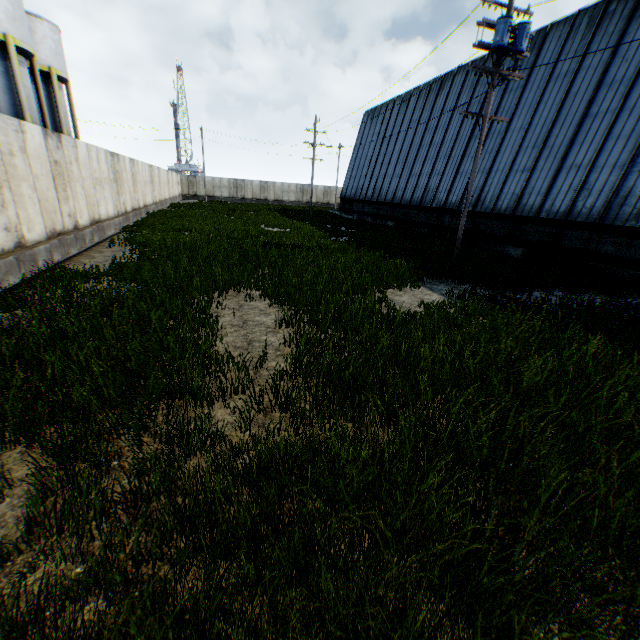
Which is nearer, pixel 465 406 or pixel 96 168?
pixel 465 406

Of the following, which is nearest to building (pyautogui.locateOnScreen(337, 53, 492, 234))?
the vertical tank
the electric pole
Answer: the electric pole

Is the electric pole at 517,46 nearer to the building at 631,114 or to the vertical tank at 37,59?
the building at 631,114

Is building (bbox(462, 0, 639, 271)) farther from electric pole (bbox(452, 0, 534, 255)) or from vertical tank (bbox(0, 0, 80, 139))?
vertical tank (bbox(0, 0, 80, 139))

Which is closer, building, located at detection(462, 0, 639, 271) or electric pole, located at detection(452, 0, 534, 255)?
Result: electric pole, located at detection(452, 0, 534, 255)
